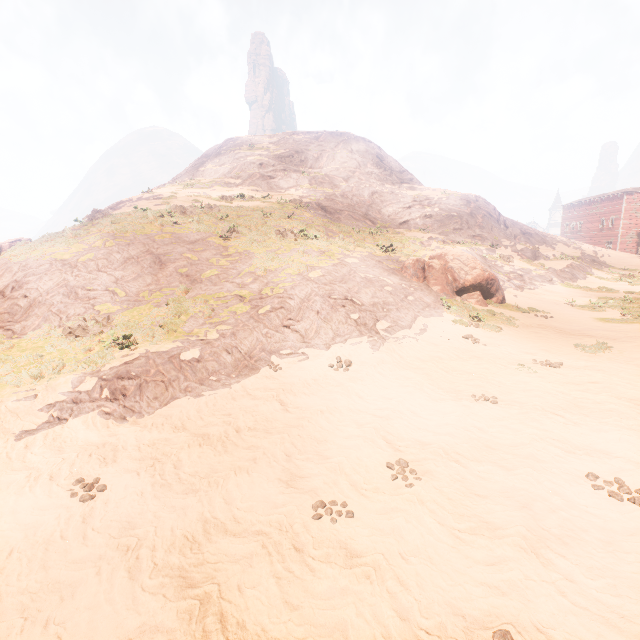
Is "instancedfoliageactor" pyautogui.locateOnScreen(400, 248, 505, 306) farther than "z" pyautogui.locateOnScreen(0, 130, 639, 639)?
Result: Yes

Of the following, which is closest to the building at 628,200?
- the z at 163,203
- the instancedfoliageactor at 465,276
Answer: the z at 163,203

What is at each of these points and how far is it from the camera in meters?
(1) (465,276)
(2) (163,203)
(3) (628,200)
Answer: (1) instancedfoliageactor, 16.0 m
(2) z, 22.8 m
(3) building, 52.7 m

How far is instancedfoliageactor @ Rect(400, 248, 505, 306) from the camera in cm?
1591

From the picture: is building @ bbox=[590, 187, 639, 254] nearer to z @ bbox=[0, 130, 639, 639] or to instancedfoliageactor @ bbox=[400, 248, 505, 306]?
z @ bbox=[0, 130, 639, 639]

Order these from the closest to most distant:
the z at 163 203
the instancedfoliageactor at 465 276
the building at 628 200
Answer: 1. the z at 163 203
2. the instancedfoliageactor at 465 276
3. the building at 628 200

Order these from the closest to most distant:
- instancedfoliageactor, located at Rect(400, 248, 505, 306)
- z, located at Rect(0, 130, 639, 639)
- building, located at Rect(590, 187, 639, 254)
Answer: z, located at Rect(0, 130, 639, 639)
instancedfoliageactor, located at Rect(400, 248, 505, 306)
building, located at Rect(590, 187, 639, 254)
